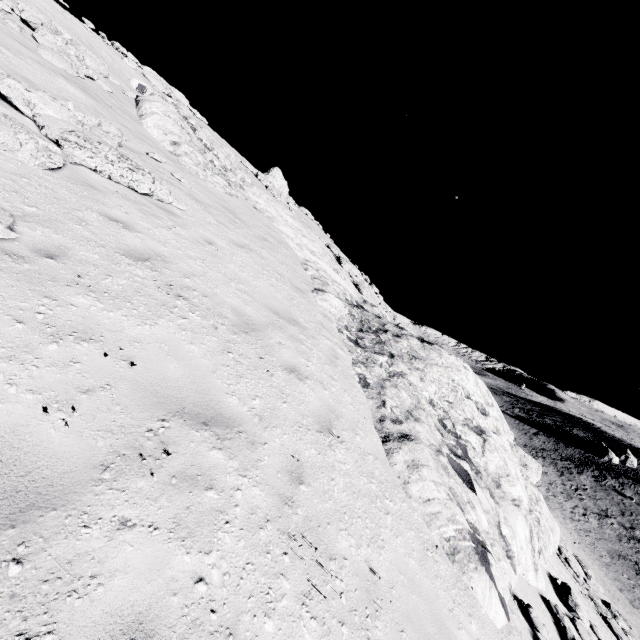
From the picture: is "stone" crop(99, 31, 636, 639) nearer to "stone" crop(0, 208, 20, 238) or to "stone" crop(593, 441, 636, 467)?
"stone" crop(0, 208, 20, 238)

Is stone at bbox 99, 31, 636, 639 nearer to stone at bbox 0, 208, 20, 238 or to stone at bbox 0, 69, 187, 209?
stone at bbox 0, 69, 187, 209

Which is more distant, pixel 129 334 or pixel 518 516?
pixel 518 516

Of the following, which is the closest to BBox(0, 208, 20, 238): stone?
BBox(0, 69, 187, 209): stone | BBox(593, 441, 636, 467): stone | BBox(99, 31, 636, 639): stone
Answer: BBox(0, 69, 187, 209): stone

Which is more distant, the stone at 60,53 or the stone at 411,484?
the stone at 60,53

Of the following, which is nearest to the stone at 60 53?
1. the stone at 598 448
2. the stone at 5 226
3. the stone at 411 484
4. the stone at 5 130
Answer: the stone at 5 130

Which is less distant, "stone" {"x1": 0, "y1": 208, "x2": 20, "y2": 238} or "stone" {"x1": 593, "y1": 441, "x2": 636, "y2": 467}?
"stone" {"x1": 0, "y1": 208, "x2": 20, "y2": 238}

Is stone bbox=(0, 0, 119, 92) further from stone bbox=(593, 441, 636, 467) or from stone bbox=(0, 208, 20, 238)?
stone bbox=(593, 441, 636, 467)
